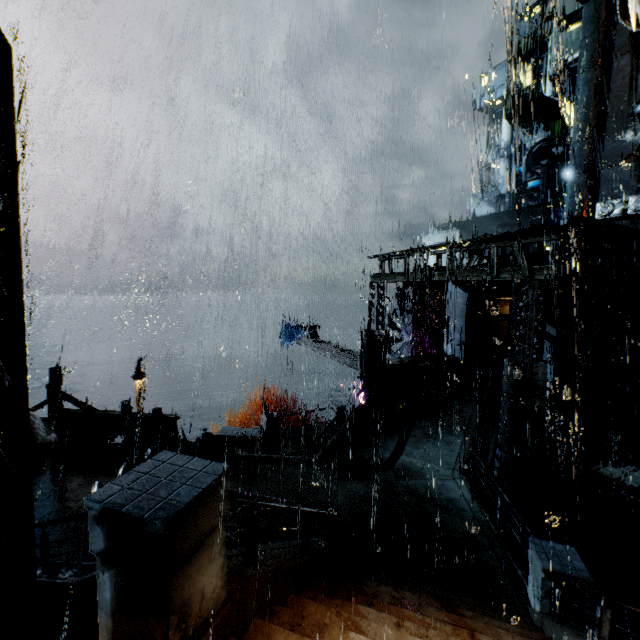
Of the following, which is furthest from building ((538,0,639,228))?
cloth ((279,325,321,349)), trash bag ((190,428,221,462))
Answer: cloth ((279,325,321,349))

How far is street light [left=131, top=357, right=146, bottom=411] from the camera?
20.05m

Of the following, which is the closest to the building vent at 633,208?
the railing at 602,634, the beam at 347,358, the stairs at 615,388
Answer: the stairs at 615,388

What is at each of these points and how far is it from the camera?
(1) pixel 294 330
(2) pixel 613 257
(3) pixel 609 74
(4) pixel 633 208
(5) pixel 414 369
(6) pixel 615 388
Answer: (1) cloth, 28.5m
(2) building, 16.9m
(3) building, 29.6m
(4) building vent, 27.8m
(5) trash can, 17.7m
(6) stairs, 17.3m

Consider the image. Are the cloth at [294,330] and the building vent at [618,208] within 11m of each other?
no

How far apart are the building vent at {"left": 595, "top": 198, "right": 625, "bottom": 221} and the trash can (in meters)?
25.66

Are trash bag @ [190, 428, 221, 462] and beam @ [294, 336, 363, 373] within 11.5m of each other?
yes

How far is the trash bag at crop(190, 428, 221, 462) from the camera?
11.99m
